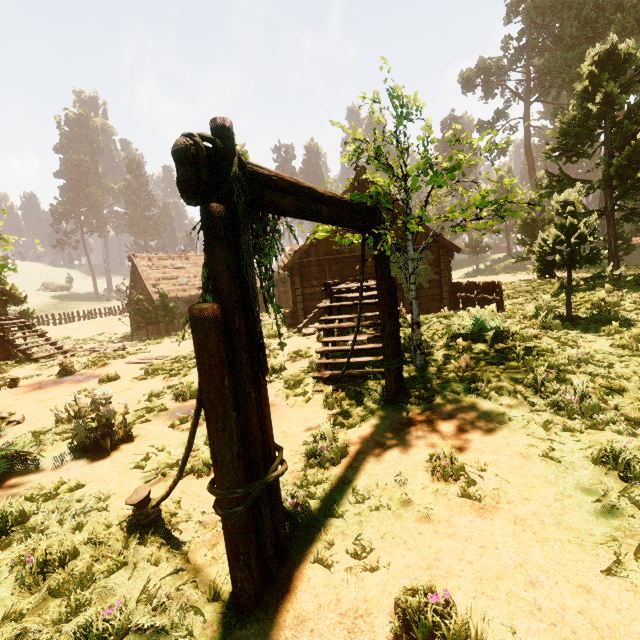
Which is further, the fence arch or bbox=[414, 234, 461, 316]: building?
bbox=[414, 234, 461, 316]: building

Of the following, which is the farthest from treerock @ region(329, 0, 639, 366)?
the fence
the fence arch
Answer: the fence

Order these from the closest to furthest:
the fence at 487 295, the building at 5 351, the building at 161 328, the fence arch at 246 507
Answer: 1. the fence arch at 246 507
2. the fence at 487 295
3. the building at 5 351
4. the building at 161 328

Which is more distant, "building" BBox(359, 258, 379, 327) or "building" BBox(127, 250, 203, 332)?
"building" BBox(127, 250, 203, 332)

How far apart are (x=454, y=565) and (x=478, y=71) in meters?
47.9

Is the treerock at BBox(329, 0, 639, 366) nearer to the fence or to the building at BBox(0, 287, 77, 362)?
the building at BBox(0, 287, 77, 362)

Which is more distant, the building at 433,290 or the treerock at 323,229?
the building at 433,290

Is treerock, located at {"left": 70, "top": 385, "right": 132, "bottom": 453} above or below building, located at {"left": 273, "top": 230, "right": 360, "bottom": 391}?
below
